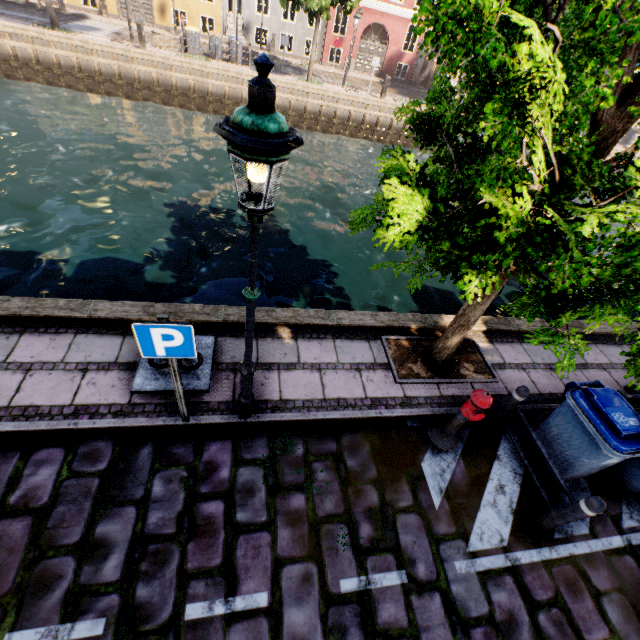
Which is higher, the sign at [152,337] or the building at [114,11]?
the sign at [152,337]

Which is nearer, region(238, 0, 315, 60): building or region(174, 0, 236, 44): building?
region(174, 0, 236, 44): building

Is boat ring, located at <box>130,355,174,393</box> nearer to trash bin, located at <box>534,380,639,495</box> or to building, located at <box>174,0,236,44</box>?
trash bin, located at <box>534,380,639,495</box>

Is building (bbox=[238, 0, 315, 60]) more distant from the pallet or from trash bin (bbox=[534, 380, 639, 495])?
trash bin (bbox=[534, 380, 639, 495])

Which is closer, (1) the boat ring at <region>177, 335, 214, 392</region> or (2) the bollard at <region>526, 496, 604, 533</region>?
(2) the bollard at <region>526, 496, 604, 533</region>

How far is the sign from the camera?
2.8 meters

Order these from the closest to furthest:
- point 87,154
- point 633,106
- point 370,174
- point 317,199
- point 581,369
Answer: point 633,106, point 581,369, point 87,154, point 317,199, point 370,174

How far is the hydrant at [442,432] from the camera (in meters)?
4.03
